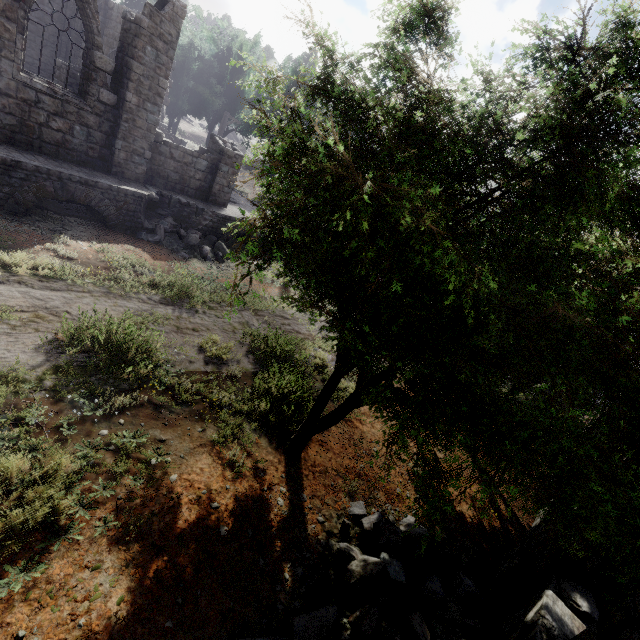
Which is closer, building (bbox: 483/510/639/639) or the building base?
building (bbox: 483/510/639/639)

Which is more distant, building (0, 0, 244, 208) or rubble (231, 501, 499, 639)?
building (0, 0, 244, 208)

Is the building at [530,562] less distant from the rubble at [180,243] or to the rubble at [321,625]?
the rubble at [321,625]

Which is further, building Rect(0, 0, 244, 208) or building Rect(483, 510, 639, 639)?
building Rect(0, 0, 244, 208)

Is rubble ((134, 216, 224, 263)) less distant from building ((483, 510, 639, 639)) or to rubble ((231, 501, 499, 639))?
building ((483, 510, 639, 639))

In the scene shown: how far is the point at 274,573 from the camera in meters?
4.5

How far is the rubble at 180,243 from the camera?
12.94m
